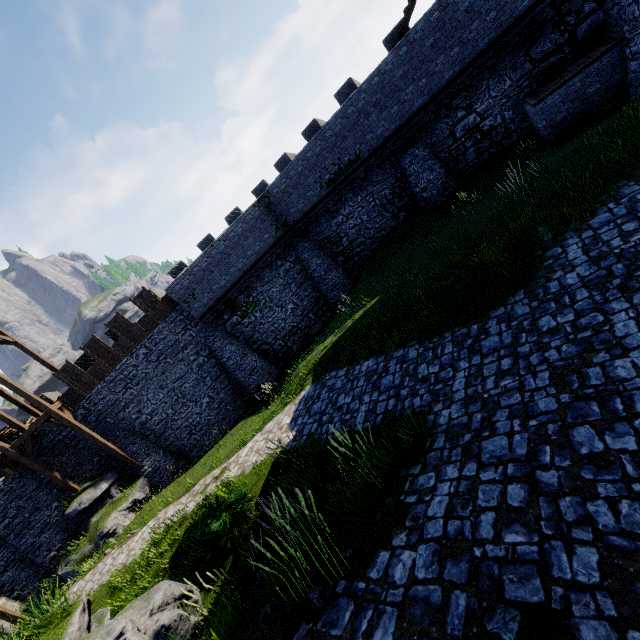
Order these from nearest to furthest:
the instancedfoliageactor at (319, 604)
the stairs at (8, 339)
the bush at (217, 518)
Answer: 1. the instancedfoliageactor at (319, 604)
2. the bush at (217, 518)
3. the stairs at (8, 339)

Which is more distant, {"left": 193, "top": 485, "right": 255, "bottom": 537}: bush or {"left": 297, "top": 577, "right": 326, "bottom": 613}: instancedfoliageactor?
{"left": 193, "top": 485, "right": 255, "bottom": 537}: bush

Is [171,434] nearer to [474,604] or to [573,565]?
[474,604]

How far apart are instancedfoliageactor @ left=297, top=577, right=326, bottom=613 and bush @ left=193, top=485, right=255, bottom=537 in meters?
4.5 m

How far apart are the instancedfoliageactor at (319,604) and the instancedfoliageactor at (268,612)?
0.59m

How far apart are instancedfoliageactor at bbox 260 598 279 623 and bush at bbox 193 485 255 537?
3.64m

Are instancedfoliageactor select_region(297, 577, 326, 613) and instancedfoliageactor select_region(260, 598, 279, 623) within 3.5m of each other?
yes

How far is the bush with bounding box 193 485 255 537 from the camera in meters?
7.8 m
